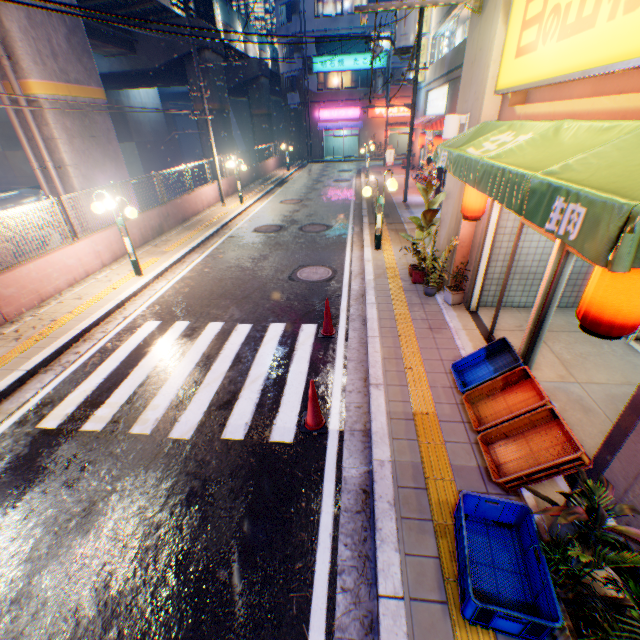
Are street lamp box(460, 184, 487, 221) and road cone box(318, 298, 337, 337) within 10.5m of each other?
yes

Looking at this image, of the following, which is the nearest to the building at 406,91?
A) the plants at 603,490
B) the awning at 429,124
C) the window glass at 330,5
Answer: the window glass at 330,5

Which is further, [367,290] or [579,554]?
[367,290]

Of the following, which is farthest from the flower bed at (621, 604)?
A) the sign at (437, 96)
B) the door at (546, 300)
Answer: the sign at (437, 96)

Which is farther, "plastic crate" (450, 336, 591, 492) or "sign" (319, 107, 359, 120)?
"sign" (319, 107, 359, 120)

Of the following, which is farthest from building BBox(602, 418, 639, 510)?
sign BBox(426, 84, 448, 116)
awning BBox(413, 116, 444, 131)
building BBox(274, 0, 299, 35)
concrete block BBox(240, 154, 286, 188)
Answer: building BBox(274, 0, 299, 35)

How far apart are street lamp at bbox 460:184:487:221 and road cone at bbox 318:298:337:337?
3.06m

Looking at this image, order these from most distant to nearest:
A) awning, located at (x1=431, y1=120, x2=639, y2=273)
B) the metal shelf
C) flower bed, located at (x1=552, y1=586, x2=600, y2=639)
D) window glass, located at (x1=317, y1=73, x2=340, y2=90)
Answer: window glass, located at (x1=317, y1=73, x2=340, y2=90) → the metal shelf → flower bed, located at (x1=552, y1=586, x2=600, y2=639) → awning, located at (x1=431, y1=120, x2=639, y2=273)
